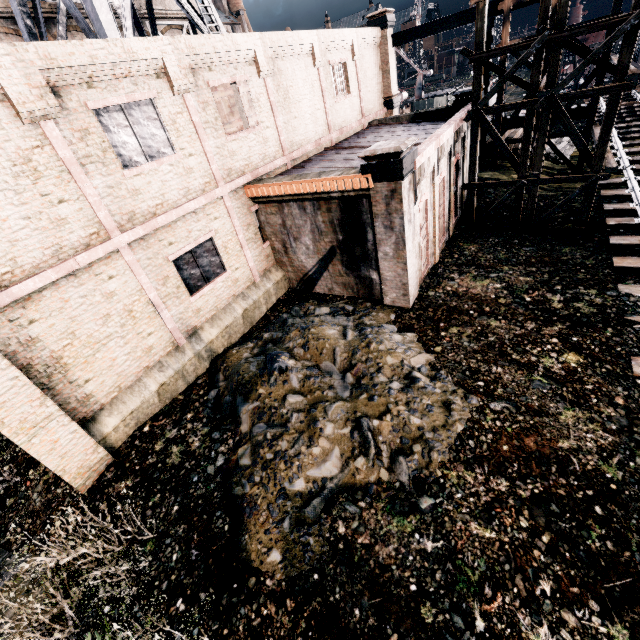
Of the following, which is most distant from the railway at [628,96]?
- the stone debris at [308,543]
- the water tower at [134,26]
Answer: the water tower at [134,26]

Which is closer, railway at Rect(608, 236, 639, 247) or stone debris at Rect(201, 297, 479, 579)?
stone debris at Rect(201, 297, 479, 579)

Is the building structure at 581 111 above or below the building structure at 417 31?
below

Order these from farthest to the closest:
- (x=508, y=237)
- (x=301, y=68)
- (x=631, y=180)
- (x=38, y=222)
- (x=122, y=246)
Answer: (x=631, y=180)
(x=508, y=237)
(x=301, y=68)
(x=122, y=246)
(x=38, y=222)

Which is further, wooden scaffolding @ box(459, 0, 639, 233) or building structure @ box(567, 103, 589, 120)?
building structure @ box(567, 103, 589, 120)

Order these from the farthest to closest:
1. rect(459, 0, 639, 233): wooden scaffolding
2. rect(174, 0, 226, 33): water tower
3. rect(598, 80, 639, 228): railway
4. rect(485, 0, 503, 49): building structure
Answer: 1. rect(485, 0, 503, 49): building structure
2. rect(174, 0, 226, 33): water tower
3. rect(598, 80, 639, 228): railway
4. rect(459, 0, 639, 233): wooden scaffolding

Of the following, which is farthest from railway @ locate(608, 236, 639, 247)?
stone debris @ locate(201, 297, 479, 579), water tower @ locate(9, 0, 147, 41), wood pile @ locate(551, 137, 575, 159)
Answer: water tower @ locate(9, 0, 147, 41)

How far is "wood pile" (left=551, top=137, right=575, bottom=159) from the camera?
23.4 meters
